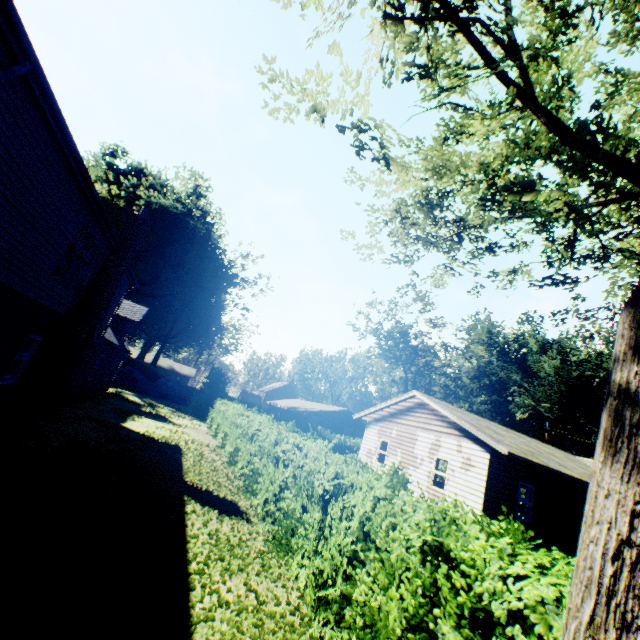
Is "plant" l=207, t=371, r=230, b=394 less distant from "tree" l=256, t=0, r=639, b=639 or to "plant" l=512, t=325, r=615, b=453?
"tree" l=256, t=0, r=639, b=639

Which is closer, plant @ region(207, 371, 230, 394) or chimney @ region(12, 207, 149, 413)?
chimney @ region(12, 207, 149, 413)

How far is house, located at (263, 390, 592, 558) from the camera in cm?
1412

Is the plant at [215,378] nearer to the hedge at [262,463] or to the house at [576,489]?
the hedge at [262,463]

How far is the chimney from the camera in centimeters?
1134cm

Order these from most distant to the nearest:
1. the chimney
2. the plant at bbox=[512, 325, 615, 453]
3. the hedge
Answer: the plant at bbox=[512, 325, 615, 453], the chimney, the hedge

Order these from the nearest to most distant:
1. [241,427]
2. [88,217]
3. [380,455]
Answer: [88,217]
[241,427]
[380,455]

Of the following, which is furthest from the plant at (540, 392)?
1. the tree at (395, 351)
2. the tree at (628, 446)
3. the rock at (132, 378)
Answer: the tree at (628, 446)
